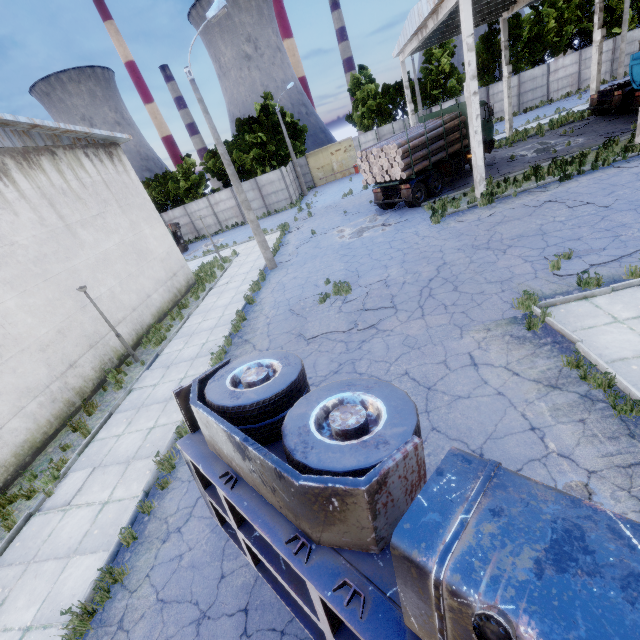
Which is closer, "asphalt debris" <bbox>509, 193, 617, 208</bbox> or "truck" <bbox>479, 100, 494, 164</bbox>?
"asphalt debris" <bbox>509, 193, 617, 208</bbox>

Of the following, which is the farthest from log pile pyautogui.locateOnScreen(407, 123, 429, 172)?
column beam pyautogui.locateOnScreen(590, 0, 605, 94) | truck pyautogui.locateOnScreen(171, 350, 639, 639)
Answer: truck pyautogui.locateOnScreen(171, 350, 639, 639)

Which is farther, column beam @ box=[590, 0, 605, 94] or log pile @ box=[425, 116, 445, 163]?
column beam @ box=[590, 0, 605, 94]

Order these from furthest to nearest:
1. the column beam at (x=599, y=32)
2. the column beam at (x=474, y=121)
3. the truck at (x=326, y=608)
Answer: the column beam at (x=599, y=32)
the column beam at (x=474, y=121)
the truck at (x=326, y=608)

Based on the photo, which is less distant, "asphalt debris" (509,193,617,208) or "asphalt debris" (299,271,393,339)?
"asphalt debris" (299,271,393,339)

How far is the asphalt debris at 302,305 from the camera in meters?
11.2 m

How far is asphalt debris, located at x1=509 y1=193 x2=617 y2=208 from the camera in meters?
10.8

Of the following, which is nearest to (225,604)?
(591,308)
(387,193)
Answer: (591,308)
